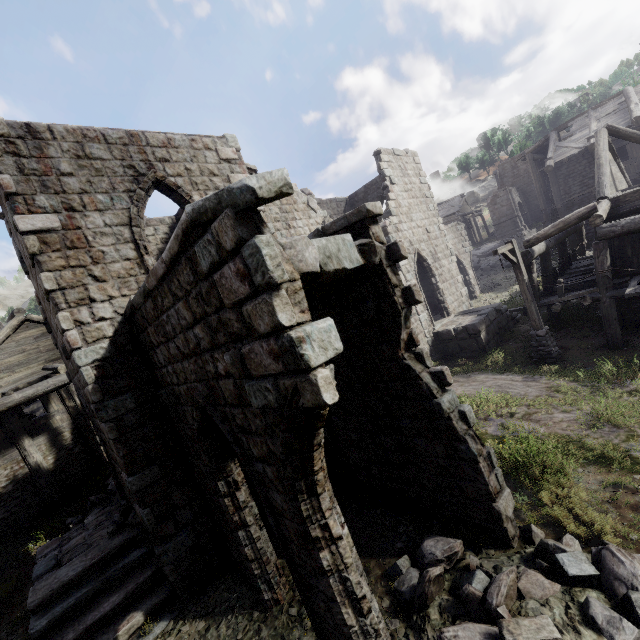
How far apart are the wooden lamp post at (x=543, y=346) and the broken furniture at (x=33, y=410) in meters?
25.5 m

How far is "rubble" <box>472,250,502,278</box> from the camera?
27.19m

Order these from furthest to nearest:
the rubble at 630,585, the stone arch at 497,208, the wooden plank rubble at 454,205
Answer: the wooden plank rubble at 454,205
the stone arch at 497,208
the rubble at 630,585

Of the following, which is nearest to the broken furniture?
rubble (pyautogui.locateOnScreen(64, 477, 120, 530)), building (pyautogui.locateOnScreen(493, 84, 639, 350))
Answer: building (pyautogui.locateOnScreen(493, 84, 639, 350))

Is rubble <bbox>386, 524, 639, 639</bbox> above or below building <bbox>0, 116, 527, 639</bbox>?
below

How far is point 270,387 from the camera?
3.4 meters

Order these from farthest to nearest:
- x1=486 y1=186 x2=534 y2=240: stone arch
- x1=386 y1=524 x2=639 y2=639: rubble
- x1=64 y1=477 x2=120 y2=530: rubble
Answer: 1. x1=486 y1=186 x2=534 y2=240: stone arch
2. x1=64 y1=477 x2=120 y2=530: rubble
3. x1=386 y1=524 x2=639 y2=639: rubble

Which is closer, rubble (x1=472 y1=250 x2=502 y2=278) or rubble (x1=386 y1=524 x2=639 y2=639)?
rubble (x1=386 y1=524 x2=639 y2=639)
